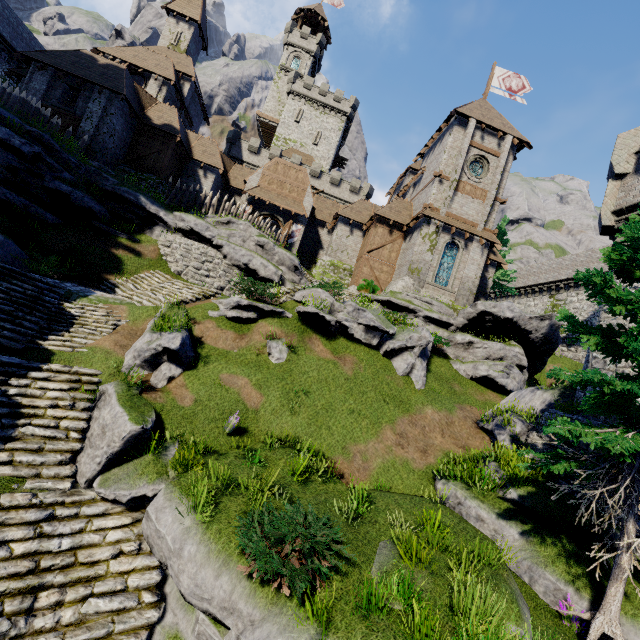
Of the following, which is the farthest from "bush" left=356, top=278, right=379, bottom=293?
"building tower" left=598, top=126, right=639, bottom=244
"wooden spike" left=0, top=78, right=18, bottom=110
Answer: "wooden spike" left=0, top=78, right=18, bottom=110

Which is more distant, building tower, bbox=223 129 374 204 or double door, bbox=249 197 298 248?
building tower, bbox=223 129 374 204

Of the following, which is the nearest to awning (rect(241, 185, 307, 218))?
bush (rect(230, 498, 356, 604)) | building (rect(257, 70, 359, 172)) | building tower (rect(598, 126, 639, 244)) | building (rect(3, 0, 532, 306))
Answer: building (rect(3, 0, 532, 306))

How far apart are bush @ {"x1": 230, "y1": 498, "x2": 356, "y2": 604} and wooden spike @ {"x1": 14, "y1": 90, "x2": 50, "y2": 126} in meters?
23.7 m

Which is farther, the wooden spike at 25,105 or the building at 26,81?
the building at 26,81

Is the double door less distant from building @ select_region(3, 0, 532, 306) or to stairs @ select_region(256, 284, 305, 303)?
building @ select_region(3, 0, 532, 306)

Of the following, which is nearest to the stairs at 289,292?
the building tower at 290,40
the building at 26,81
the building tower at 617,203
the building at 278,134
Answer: the building at 26,81

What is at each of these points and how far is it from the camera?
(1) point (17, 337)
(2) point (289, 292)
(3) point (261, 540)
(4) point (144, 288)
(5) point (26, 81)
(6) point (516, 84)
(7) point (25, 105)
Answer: (1) stairs, 10.49m
(2) stairs, 17.39m
(3) bush, 5.96m
(4) stairs, 17.27m
(5) building, 22.02m
(6) flag, 30.12m
(7) wooden spike, 17.64m
